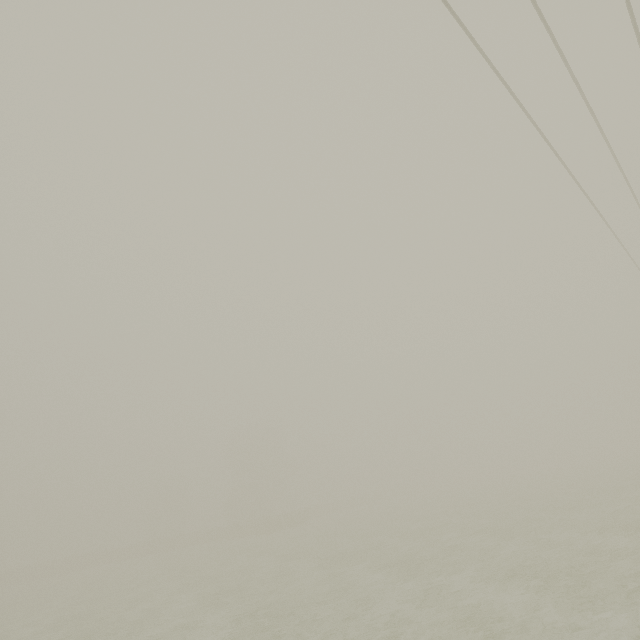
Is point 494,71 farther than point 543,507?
No
